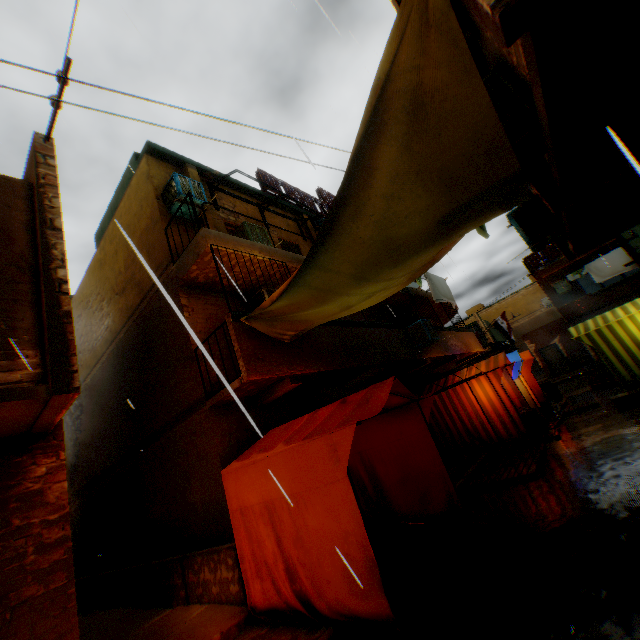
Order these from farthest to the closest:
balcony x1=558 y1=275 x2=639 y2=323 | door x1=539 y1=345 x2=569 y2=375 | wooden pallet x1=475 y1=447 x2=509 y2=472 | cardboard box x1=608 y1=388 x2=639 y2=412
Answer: door x1=539 y1=345 x2=569 y2=375 → balcony x1=558 y1=275 x2=639 y2=323 → cardboard box x1=608 y1=388 x2=639 y2=412 → wooden pallet x1=475 y1=447 x2=509 y2=472

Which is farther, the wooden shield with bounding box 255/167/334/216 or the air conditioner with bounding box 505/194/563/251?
the wooden shield with bounding box 255/167/334/216

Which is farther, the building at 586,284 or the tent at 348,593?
the building at 586,284

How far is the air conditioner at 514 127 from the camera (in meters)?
3.23

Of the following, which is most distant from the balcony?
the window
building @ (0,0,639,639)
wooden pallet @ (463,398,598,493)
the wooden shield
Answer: the window

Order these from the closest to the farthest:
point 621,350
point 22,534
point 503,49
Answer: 1. point 503,49
2. point 22,534
3. point 621,350

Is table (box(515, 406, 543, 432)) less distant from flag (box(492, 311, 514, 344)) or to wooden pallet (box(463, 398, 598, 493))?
wooden pallet (box(463, 398, 598, 493))

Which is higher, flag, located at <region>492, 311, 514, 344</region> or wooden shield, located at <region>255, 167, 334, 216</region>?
wooden shield, located at <region>255, 167, 334, 216</region>
